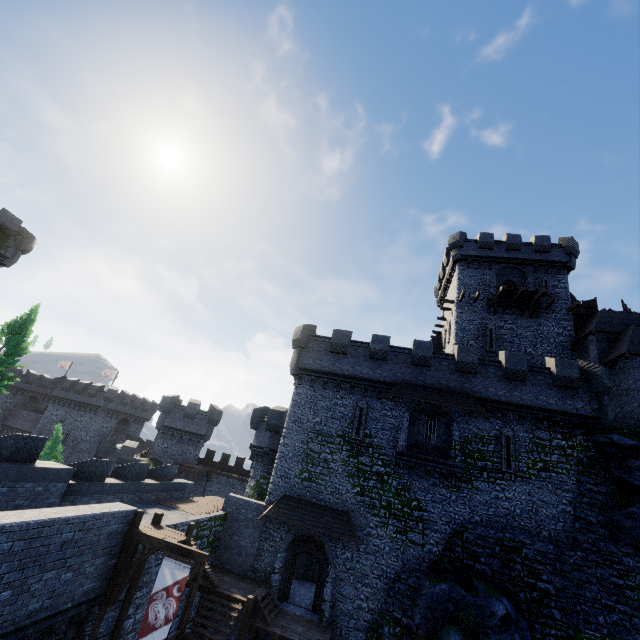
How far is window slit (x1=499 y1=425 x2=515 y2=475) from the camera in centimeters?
1947cm

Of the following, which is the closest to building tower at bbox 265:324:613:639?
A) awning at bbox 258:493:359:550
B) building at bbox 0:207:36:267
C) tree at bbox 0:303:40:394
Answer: awning at bbox 258:493:359:550

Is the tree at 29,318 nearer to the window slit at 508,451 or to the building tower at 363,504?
the building tower at 363,504

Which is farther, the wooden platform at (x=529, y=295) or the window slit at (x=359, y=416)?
the wooden platform at (x=529, y=295)

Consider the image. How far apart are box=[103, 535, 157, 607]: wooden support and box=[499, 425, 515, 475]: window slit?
18.6m

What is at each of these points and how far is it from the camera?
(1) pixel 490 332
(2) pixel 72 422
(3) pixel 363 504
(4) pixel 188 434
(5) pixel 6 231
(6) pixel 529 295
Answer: (1) window slit, 28.89m
(2) building, 47.12m
(3) building tower, 20.02m
(4) building tower, 36.56m
(5) building, 29.75m
(6) wooden platform, 28.48m

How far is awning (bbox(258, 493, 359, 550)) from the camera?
19.0m

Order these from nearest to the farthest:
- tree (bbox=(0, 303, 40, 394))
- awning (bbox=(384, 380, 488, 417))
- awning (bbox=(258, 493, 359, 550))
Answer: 1. awning (bbox=(258, 493, 359, 550))
2. awning (bbox=(384, 380, 488, 417))
3. tree (bbox=(0, 303, 40, 394))
